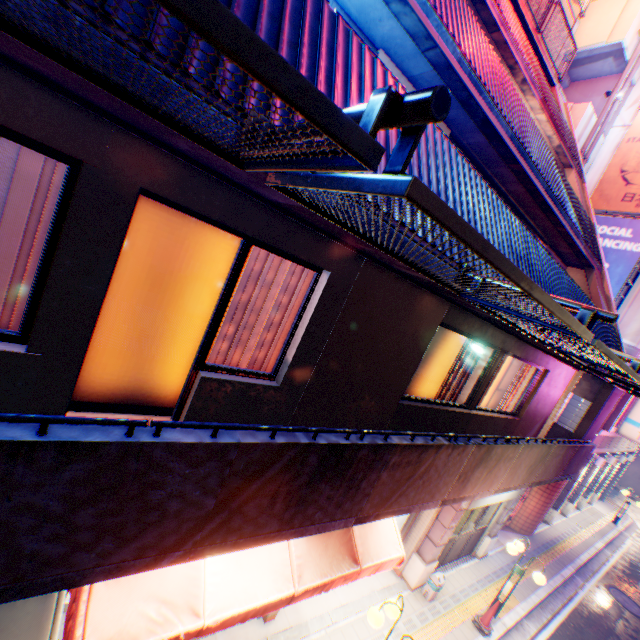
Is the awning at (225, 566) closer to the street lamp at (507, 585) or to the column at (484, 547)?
the street lamp at (507, 585)

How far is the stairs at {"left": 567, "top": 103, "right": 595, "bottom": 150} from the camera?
13.3m

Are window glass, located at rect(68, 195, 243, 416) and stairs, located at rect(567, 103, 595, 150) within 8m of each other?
no

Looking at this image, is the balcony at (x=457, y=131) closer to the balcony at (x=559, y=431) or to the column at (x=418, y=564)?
the balcony at (x=559, y=431)

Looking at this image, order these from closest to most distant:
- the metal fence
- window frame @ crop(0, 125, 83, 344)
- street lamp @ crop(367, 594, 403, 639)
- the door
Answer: the metal fence < window frame @ crop(0, 125, 83, 344) < street lamp @ crop(367, 594, 403, 639) < the door

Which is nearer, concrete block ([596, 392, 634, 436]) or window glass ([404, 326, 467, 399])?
window glass ([404, 326, 467, 399])

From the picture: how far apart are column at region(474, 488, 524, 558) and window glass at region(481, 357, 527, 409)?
2.56m

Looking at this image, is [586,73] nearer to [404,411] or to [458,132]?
[458,132]
